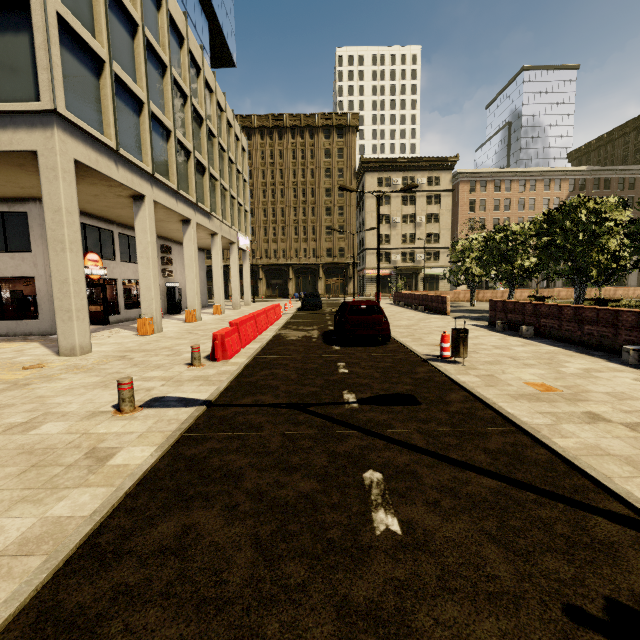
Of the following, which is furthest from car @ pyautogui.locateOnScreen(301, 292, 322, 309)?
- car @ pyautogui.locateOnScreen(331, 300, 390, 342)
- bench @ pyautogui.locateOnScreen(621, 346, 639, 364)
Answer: bench @ pyautogui.locateOnScreen(621, 346, 639, 364)

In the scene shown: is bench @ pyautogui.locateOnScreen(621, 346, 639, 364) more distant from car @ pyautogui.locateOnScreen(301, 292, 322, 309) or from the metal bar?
car @ pyautogui.locateOnScreen(301, 292, 322, 309)

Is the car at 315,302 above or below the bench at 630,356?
above

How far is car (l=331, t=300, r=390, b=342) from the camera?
10.4m

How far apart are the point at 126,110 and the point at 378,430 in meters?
15.4

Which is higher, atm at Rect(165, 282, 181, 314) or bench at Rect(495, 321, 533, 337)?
atm at Rect(165, 282, 181, 314)

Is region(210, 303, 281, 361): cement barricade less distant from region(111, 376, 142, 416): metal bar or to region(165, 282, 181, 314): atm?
region(111, 376, 142, 416): metal bar

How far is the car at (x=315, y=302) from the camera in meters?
26.6
